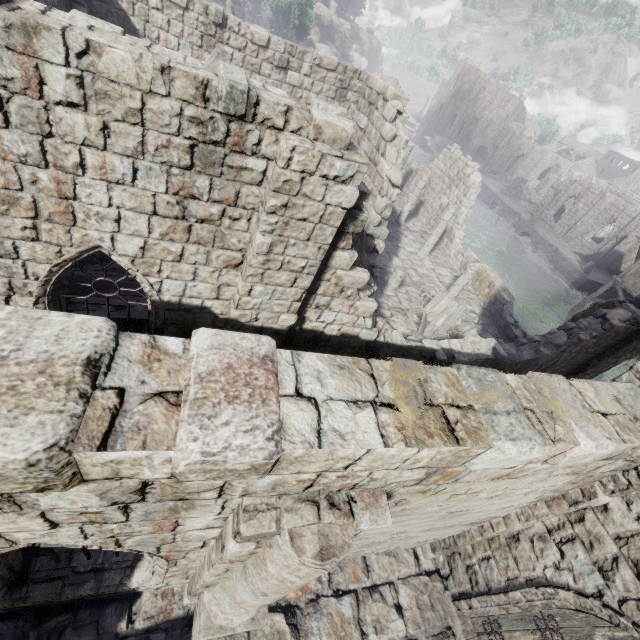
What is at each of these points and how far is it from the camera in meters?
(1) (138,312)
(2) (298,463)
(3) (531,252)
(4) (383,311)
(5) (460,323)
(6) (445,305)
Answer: (1) broken furniture, 9.1
(2) building, 2.1
(3) rubble, 38.4
(4) rubble, 12.9
(5) rubble, 15.0
(6) broken furniture, 14.9

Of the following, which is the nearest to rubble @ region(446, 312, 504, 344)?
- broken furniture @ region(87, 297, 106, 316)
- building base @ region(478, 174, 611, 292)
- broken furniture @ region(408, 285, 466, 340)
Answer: broken furniture @ region(408, 285, 466, 340)

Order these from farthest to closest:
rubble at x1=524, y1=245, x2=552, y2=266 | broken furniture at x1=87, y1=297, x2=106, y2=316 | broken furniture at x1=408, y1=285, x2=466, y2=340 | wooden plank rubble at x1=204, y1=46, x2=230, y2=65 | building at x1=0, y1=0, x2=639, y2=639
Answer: rubble at x1=524, y1=245, x2=552, y2=266, broken furniture at x1=408, y1=285, x2=466, y2=340, wooden plank rubble at x1=204, y1=46, x2=230, y2=65, broken furniture at x1=87, y1=297, x2=106, y2=316, building at x1=0, y1=0, x2=639, y2=639

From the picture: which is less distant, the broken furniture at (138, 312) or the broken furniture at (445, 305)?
the broken furniture at (138, 312)

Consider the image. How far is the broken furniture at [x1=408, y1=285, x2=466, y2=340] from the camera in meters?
13.8 m

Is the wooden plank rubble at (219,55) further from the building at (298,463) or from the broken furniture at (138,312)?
the broken furniture at (138,312)

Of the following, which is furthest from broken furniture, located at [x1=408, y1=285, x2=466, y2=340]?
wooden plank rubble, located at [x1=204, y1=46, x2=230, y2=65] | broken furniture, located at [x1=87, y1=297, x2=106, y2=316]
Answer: broken furniture, located at [x1=87, y1=297, x2=106, y2=316]

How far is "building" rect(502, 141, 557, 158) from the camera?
58.75m
